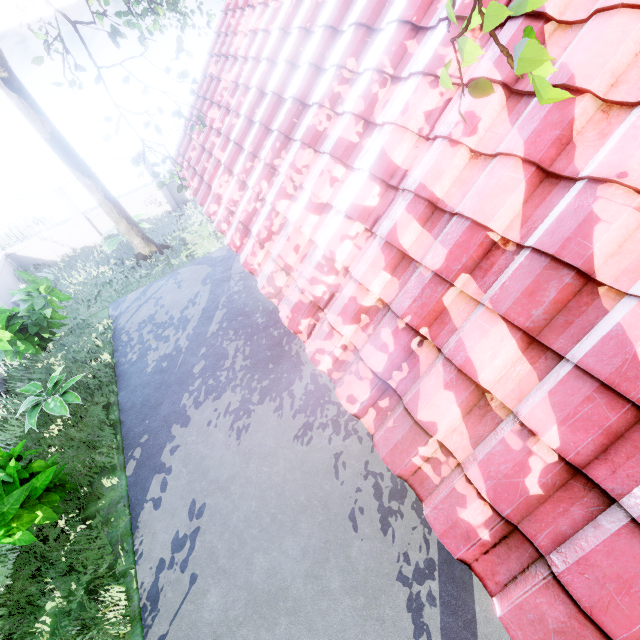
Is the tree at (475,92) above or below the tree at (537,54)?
below

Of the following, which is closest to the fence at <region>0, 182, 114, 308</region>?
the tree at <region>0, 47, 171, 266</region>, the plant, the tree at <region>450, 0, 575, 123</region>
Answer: the tree at <region>0, 47, 171, 266</region>

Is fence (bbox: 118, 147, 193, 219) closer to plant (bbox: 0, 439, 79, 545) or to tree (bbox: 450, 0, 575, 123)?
plant (bbox: 0, 439, 79, 545)

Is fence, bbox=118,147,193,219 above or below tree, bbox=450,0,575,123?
below

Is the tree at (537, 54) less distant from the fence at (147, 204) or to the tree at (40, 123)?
the tree at (40, 123)

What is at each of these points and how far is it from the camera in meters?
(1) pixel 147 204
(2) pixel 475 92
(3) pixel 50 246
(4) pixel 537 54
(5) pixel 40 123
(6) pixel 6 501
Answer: (1) fence, 13.6 m
(2) tree, 1.5 m
(3) fence, 12.7 m
(4) tree, 1.0 m
(5) tree, 8.5 m
(6) plant, 4.4 m

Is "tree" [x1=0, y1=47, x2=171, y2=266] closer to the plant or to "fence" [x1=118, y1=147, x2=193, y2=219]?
"fence" [x1=118, y1=147, x2=193, y2=219]

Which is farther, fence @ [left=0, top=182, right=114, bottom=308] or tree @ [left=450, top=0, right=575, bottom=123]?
fence @ [left=0, top=182, right=114, bottom=308]
